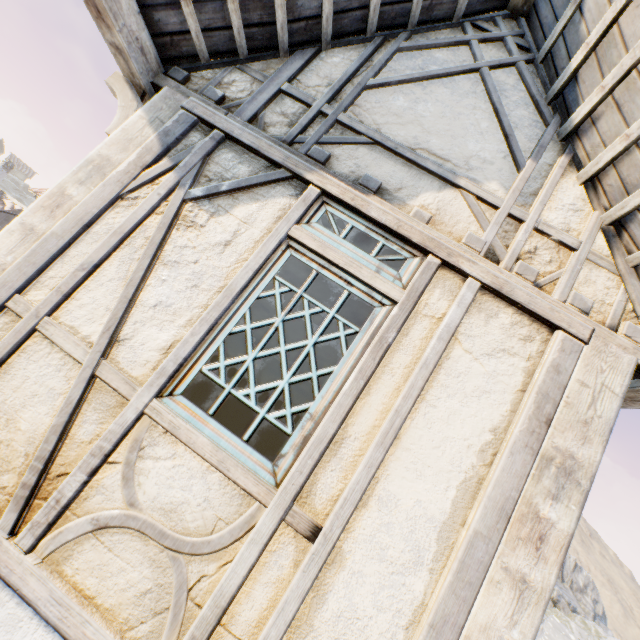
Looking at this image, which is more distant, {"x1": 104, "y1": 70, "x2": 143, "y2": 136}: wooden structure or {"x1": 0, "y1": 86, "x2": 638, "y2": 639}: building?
{"x1": 104, "y1": 70, "x2": 143, "y2": 136}: wooden structure

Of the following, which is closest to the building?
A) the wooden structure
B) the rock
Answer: the wooden structure

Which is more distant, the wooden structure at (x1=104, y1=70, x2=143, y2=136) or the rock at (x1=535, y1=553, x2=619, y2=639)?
the rock at (x1=535, y1=553, x2=619, y2=639)

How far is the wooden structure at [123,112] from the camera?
2.62m

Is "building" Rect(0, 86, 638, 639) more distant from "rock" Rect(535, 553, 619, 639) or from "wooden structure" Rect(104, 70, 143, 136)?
"rock" Rect(535, 553, 619, 639)

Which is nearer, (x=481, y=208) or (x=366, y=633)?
(x=366, y=633)

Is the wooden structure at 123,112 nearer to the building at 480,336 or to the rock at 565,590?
the building at 480,336
